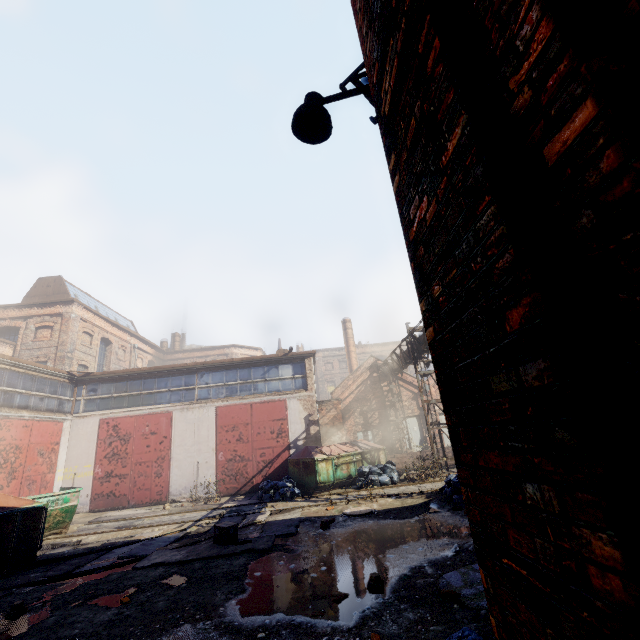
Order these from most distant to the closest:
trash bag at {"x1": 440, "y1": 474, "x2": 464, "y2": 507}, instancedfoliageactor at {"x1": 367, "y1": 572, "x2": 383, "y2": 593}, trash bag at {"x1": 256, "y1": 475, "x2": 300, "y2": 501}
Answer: trash bag at {"x1": 256, "y1": 475, "x2": 300, "y2": 501} < trash bag at {"x1": 440, "y1": 474, "x2": 464, "y2": 507} < instancedfoliageactor at {"x1": 367, "y1": 572, "x2": 383, "y2": 593}

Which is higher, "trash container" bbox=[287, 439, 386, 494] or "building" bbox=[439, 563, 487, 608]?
"trash container" bbox=[287, 439, 386, 494]

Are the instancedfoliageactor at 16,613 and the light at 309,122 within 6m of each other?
no

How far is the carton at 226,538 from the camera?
7.5m

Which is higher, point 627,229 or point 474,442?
point 627,229

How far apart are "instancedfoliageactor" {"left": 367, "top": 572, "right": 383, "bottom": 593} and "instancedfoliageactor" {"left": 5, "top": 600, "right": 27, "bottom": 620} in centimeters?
570cm

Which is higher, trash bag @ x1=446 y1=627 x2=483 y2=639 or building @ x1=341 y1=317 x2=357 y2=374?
building @ x1=341 y1=317 x2=357 y2=374

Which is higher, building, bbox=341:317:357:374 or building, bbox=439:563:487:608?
building, bbox=341:317:357:374
